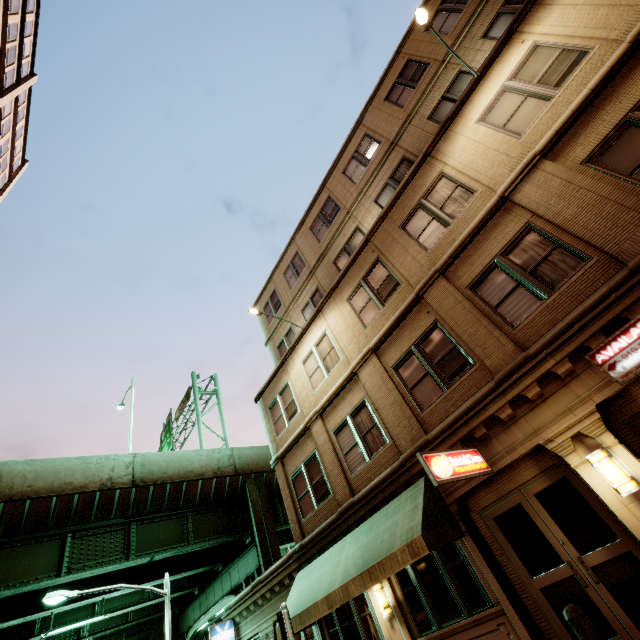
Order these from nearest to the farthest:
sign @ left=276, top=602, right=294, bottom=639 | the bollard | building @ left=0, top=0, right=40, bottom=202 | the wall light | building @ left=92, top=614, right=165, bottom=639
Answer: the bollard
the wall light
sign @ left=276, top=602, right=294, bottom=639
building @ left=0, top=0, right=40, bottom=202
building @ left=92, top=614, right=165, bottom=639

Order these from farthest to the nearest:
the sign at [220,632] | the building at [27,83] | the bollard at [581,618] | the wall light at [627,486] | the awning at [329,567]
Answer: the building at [27,83]
the sign at [220,632]
the awning at [329,567]
the wall light at [627,486]
the bollard at [581,618]

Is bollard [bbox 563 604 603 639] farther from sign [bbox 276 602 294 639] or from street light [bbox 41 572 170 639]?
street light [bbox 41 572 170 639]

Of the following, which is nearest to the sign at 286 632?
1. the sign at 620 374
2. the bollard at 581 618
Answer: the bollard at 581 618

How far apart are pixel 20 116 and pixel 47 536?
28.9 meters

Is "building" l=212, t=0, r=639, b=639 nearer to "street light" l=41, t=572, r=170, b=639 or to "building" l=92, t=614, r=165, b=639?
"street light" l=41, t=572, r=170, b=639

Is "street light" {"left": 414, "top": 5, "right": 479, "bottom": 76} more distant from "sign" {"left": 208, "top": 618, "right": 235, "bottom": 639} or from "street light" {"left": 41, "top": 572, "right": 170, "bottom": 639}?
"street light" {"left": 41, "top": 572, "right": 170, "bottom": 639}

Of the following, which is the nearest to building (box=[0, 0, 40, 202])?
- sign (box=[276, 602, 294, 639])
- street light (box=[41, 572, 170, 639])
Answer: street light (box=[41, 572, 170, 639])
